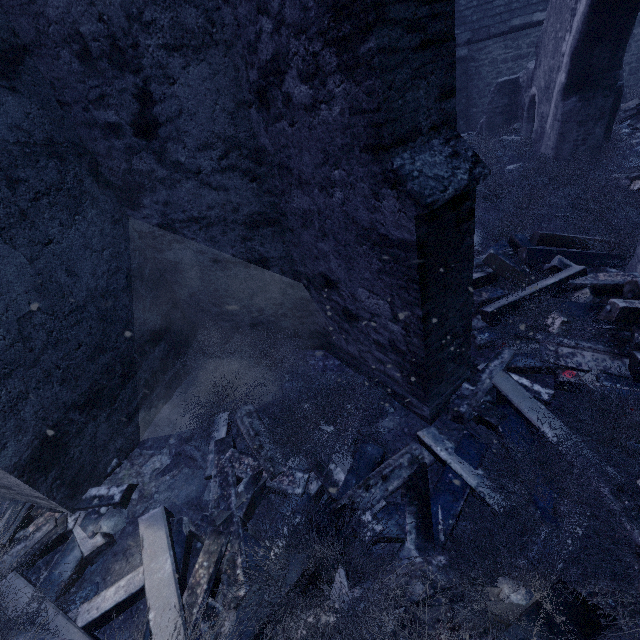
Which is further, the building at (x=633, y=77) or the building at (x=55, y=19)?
the building at (x=633, y=77)

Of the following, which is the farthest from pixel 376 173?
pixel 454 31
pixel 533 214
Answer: pixel 533 214

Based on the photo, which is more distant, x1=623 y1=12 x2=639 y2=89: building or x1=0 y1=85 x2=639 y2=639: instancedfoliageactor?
x1=623 y1=12 x2=639 y2=89: building

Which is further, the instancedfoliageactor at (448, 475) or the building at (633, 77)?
the building at (633, 77)

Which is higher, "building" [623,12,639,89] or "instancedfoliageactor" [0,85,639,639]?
"building" [623,12,639,89]

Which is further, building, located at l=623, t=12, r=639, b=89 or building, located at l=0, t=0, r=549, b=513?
building, located at l=623, t=12, r=639, b=89
